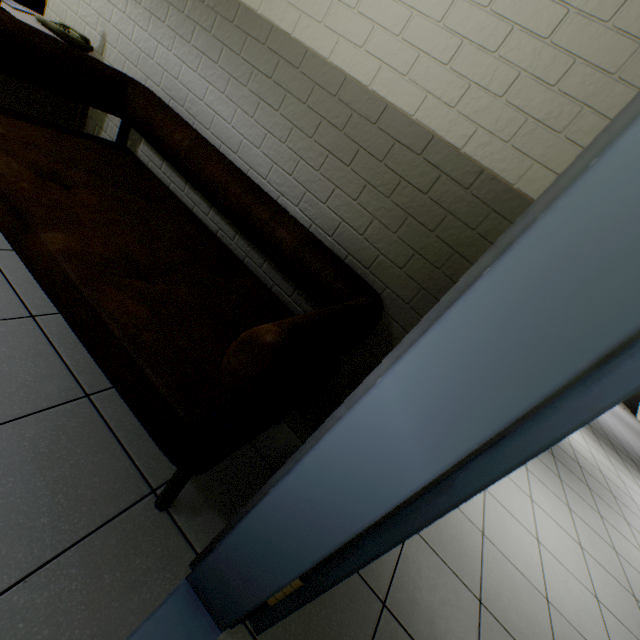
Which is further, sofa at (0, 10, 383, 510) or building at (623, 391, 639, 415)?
building at (623, 391, 639, 415)

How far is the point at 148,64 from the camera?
2.0m

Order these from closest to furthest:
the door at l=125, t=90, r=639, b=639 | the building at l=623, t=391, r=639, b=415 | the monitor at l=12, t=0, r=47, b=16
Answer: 1. the door at l=125, t=90, r=639, b=639
2. the monitor at l=12, t=0, r=47, b=16
3. the building at l=623, t=391, r=639, b=415

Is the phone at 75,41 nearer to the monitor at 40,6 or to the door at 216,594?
the monitor at 40,6

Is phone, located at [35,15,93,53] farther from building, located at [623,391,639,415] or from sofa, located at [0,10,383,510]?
building, located at [623,391,639,415]

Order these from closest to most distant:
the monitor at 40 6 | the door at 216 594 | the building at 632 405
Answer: the door at 216 594
the monitor at 40 6
the building at 632 405

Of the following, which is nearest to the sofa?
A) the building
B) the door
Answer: the door

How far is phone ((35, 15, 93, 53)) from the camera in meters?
2.0
